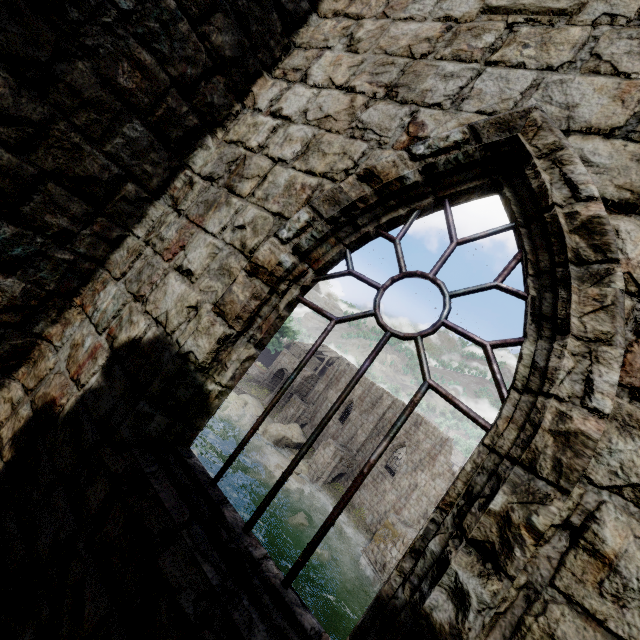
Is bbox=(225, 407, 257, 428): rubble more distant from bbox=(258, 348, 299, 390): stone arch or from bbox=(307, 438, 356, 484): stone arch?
bbox=(307, 438, 356, 484): stone arch

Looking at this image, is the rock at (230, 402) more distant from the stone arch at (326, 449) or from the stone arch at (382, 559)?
the stone arch at (382, 559)

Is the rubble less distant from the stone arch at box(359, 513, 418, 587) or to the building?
the building

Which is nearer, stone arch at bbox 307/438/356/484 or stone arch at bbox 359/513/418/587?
stone arch at bbox 359/513/418/587

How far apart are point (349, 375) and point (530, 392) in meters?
36.7 m

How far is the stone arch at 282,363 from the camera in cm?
4562

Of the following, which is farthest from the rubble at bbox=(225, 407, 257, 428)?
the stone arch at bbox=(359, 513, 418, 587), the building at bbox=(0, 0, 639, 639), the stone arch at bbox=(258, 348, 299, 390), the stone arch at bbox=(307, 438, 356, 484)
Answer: the stone arch at bbox=(359, 513, 418, 587)
